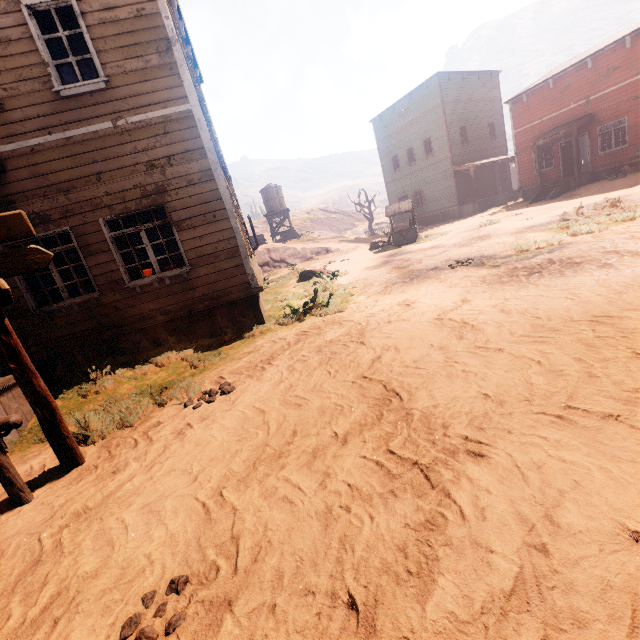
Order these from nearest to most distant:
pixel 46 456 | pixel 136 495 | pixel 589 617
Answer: pixel 589 617 < pixel 136 495 < pixel 46 456

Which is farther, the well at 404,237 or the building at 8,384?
the well at 404,237

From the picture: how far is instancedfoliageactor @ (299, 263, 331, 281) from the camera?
14.8 meters

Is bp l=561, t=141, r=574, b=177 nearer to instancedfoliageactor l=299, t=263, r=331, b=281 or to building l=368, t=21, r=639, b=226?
building l=368, t=21, r=639, b=226

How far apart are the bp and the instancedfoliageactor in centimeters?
1739cm

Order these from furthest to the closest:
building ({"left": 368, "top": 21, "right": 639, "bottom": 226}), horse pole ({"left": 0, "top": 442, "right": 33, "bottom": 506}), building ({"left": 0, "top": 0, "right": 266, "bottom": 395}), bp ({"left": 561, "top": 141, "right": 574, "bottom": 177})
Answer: bp ({"left": 561, "top": 141, "right": 574, "bottom": 177}), building ({"left": 368, "top": 21, "right": 639, "bottom": 226}), building ({"left": 0, "top": 0, "right": 266, "bottom": 395}), horse pole ({"left": 0, "top": 442, "right": 33, "bottom": 506})

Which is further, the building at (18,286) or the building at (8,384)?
the building at (18,286)

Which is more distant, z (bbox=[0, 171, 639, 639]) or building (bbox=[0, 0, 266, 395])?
building (bbox=[0, 0, 266, 395])
